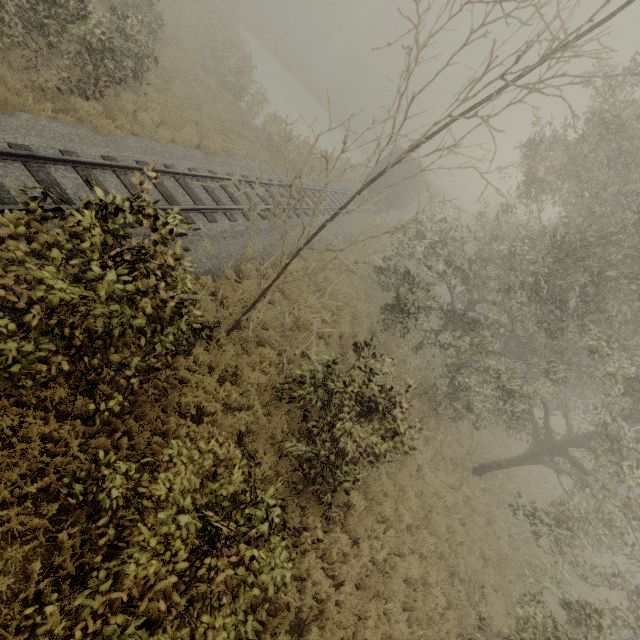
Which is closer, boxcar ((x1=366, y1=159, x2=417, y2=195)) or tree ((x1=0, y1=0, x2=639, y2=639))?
tree ((x1=0, y1=0, x2=639, y2=639))

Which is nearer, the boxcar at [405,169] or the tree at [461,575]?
the tree at [461,575]

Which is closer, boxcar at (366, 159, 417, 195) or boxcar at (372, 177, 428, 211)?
boxcar at (366, 159, 417, 195)

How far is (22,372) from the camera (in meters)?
4.30

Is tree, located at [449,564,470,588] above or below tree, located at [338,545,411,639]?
above

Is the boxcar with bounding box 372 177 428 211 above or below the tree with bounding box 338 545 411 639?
above

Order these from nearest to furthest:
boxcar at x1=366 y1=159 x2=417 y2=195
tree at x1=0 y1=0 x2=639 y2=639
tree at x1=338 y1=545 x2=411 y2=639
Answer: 1. tree at x1=0 y1=0 x2=639 y2=639
2. tree at x1=338 y1=545 x2=411 y2=639
3. boxcar at x1=366 y1=159 x2=417 y2=195

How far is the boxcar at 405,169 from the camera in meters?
25.3 m
